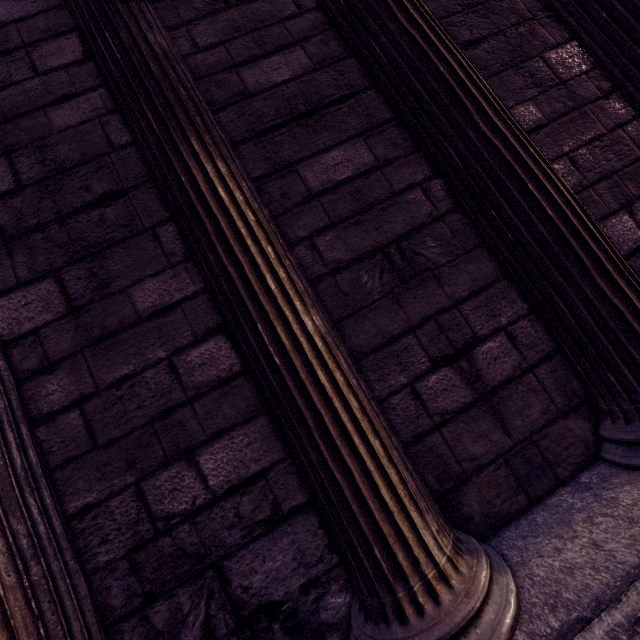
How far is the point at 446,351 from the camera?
1.66m
